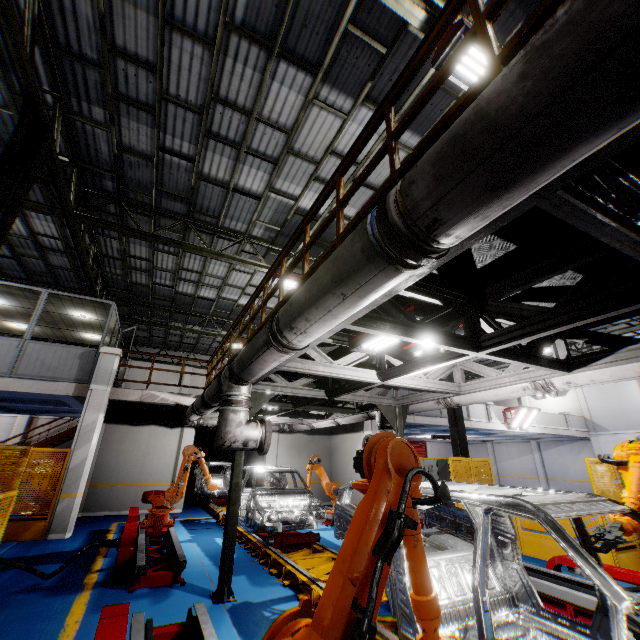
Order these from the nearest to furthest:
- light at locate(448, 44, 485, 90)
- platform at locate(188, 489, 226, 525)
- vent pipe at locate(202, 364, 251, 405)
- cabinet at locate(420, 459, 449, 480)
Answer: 1. light at locate(448, 44, 485, 90)
2. vent pipe at locate(202, 364, 251, 405)
3. platform at locate(188, 489, 226, 525)
4. cabinet at locate(420, 459, 449, 480)

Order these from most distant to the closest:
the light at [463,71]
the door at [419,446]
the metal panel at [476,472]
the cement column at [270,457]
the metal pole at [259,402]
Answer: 1. the door at [419,446]
2. the cement column at [270,457]
3. the metal panel at [476,472]
4. the metal pole at [259,402]
5. the light at [463,71]

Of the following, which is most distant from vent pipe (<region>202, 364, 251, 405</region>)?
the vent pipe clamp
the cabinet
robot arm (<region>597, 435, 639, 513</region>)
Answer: the cabinet

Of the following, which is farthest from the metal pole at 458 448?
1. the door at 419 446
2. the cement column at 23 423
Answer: the cement column at 23 423

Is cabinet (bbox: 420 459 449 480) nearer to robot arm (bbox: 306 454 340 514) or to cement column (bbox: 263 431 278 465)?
robot arm (bbox: 306 454 340 514)

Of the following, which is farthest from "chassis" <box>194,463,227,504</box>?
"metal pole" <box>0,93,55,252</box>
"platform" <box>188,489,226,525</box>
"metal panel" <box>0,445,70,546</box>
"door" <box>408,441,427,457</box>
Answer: "door" <box>408,441,427,457</box>

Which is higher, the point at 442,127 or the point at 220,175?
the point at 220,175

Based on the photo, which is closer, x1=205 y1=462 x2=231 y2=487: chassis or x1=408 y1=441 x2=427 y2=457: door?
x1=205 y1=462 x2=231 y2=487: chassis
